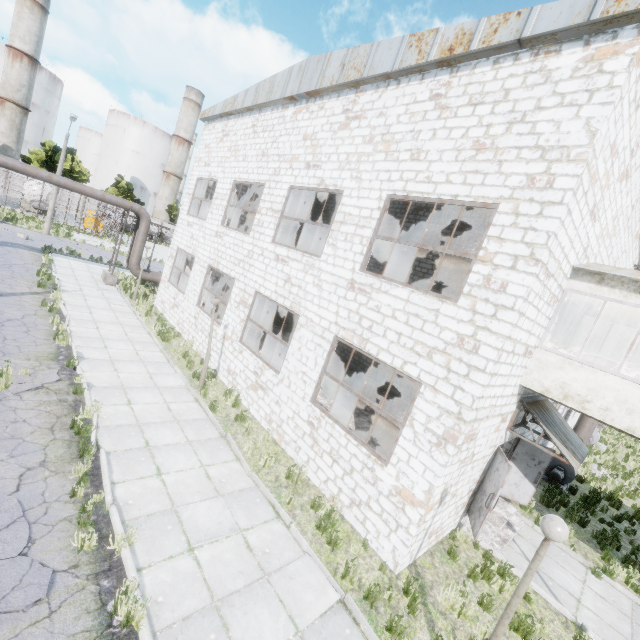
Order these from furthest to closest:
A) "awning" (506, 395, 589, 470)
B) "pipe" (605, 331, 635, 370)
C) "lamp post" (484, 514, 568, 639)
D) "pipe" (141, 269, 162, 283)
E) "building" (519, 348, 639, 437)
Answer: "pipe" (141, 269, 162, 283) < "pipe" (605, 331, 635, 370) < "awning" (506, 395, 589, 470) < "building" (519, 348, 639, 437) < "lamp post" (484, 514, 568, 639)

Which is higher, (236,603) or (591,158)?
(591,158)

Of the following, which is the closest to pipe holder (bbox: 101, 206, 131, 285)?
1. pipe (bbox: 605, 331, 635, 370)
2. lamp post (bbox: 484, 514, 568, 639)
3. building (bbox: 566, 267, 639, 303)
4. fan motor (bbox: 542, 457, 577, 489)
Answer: building (bbox: 566, 267, 639, 303)

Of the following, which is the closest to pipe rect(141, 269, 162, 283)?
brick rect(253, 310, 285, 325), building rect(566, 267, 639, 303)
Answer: brick rect(253, 310, 285, 325)

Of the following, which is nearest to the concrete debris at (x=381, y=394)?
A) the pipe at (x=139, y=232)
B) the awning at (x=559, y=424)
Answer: the awning at (x=559, y=424)

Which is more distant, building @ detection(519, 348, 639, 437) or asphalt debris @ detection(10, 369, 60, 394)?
asphalt debris @ detection(10, 369, 60, 394)

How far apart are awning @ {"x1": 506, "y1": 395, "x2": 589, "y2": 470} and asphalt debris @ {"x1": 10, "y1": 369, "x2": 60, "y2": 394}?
12.5 meters

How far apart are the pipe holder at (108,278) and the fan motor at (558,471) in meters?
25.6 m
